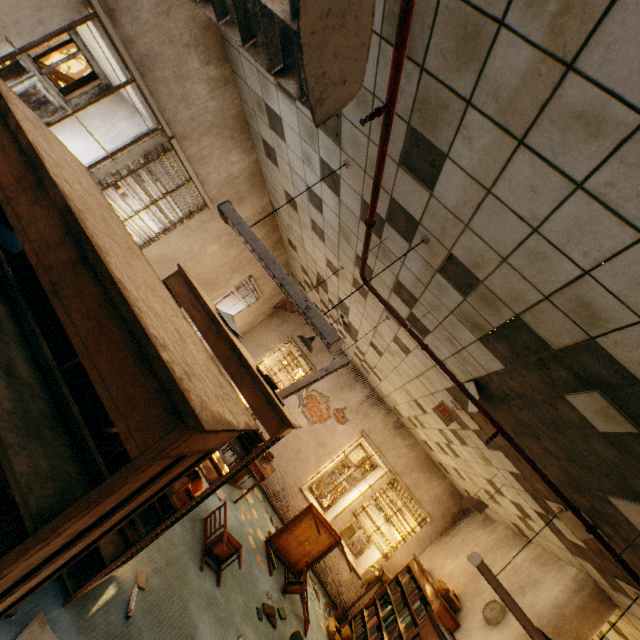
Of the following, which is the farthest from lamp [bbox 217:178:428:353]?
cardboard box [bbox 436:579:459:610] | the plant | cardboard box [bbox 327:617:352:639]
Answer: the plant

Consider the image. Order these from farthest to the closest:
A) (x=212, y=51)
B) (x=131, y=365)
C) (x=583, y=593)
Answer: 1. (x=583, y=593)
2. (x=212, y=51)
3. (x=131, y=365)

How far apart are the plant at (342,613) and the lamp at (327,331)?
7.4m

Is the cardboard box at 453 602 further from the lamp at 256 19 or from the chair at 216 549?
the lamp at 256 19

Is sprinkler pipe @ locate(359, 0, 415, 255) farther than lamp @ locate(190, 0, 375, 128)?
Yes

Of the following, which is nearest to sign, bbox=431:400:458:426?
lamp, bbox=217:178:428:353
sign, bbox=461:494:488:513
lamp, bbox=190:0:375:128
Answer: sign, bbox=461:494:488:513

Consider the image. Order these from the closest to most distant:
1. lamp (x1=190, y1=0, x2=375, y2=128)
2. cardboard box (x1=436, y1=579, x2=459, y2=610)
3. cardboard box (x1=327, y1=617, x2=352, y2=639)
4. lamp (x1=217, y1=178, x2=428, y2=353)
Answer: lamp (x1=190, y1=0, x2=375, y2=128)
lamp (x1=217, y1=178, x2=428, y2=353)
cardboard box (x1=436, y1=579, x2=459, y2=610)
cardboard box (x1=327, y1=617, x2=352, y2=639)

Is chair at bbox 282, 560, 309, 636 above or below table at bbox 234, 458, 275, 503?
below
